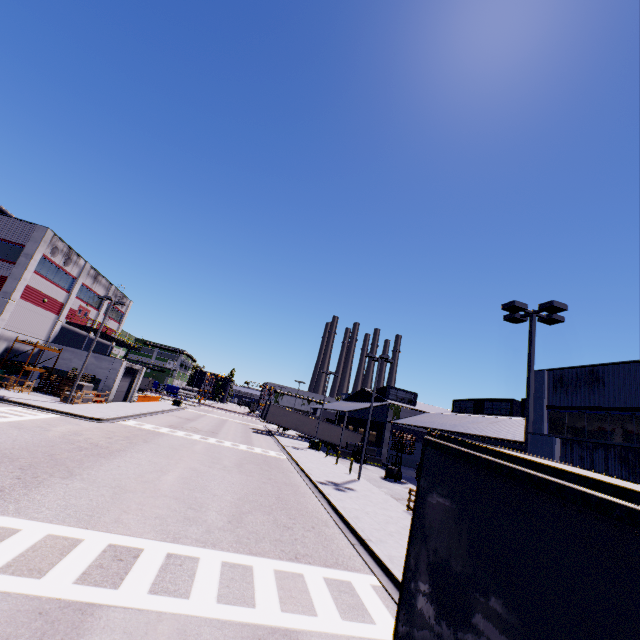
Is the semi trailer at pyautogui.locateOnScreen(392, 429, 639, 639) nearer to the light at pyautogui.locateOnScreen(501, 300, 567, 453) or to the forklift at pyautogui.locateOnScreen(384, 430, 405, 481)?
the light at pyautogui.locateOnScreen(501, 300, 567, 453)

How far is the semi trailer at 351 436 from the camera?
49.6m

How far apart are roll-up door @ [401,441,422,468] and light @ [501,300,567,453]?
32.63m

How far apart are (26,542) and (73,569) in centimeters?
158cm

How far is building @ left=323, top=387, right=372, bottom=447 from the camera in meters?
42.8

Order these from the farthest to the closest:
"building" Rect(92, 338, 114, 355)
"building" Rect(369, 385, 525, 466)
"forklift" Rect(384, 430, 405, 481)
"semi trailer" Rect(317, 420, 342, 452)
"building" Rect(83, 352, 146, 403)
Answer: "semi trailer" Rect(317, 420, 342, 452) → "building" Rect(92, 338, 114, 355) → "building" Rect(83, 352, 146, 403) → "forklift" Rect(384, 430, 405, 481) → "building" Rect(369, 385, 525, 466)

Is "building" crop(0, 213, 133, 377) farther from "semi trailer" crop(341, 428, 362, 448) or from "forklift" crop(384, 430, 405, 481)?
"forklift" crop(384, 430, 405, 481)

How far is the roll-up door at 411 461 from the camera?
43.0m
